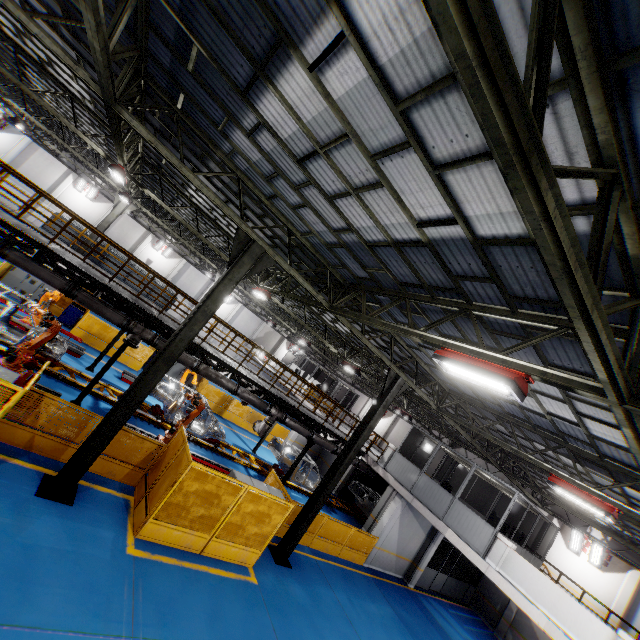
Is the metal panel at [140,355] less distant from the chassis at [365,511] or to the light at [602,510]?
the chassis at [365,511]

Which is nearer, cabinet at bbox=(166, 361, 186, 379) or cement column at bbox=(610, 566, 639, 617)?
cement column at bbox=(610, 566, 639, 617)

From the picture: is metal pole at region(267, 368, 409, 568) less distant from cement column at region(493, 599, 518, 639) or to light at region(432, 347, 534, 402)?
light at region(432, 347, 534, 402)

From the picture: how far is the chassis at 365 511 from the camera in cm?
2197

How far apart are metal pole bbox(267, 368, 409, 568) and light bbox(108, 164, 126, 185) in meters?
12.5

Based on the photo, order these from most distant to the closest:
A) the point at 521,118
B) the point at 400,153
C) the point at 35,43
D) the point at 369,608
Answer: the point at 369,608
the point at 35,43
the point at 400,153
the point at 521,118

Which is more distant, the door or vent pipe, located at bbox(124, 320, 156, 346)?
the door

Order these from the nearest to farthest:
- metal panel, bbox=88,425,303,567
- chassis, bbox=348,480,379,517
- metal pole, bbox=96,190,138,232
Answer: metal panel, bbox=88,425,303,567, metal pole, bbox=96,190,138,232, chassis, bbox=348,480,379,517
